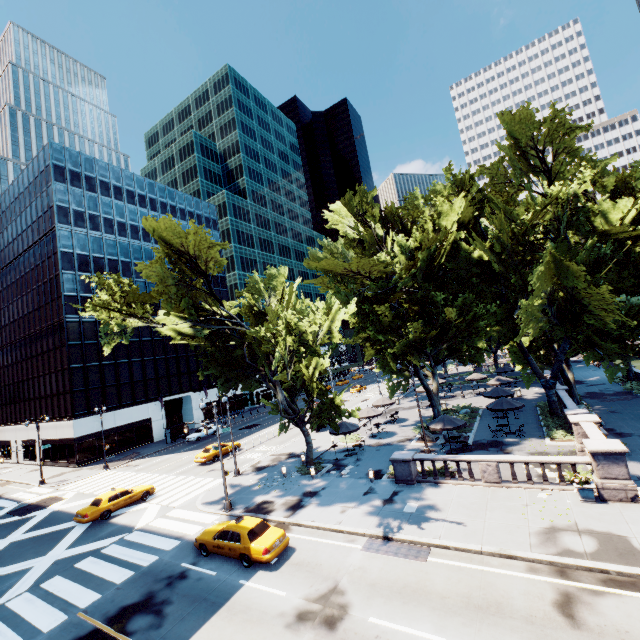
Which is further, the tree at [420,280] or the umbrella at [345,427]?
the umbrella at [345,427]

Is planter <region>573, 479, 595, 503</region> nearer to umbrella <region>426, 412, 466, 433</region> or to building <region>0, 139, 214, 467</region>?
umbrella <region>426, 412, 466, 433</region>

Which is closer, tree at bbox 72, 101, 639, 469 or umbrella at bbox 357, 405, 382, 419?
tree at bbox 72, 101, 639, 469

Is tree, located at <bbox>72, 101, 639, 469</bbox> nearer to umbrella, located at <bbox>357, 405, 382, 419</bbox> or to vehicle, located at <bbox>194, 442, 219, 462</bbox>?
umbrella, located at <bbox>357, 405, 382, 419</bbox>

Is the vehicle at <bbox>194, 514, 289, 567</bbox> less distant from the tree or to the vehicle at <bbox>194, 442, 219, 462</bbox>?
the tree

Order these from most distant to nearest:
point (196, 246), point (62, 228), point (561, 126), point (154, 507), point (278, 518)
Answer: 1. point (62, 228)
2. point (561, 126)
3. point (154, 507)
4. point (196, 246)
5. point (278, 518)

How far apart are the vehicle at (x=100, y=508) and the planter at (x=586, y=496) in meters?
28.6 m

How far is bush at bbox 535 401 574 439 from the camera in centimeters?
2350cm
